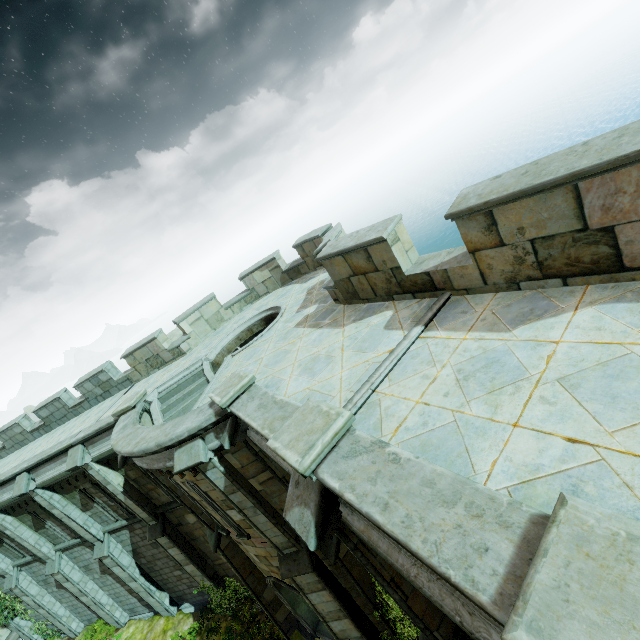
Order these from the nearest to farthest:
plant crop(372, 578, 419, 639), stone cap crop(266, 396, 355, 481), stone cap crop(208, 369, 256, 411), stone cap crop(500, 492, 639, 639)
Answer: stone cap crop(500, 492, 639, 639)
stone cap crop(266, 396, 355, 481)
stone cap crop(208, 369, 256, 411)
plant crop(372, 578, 419, 639)

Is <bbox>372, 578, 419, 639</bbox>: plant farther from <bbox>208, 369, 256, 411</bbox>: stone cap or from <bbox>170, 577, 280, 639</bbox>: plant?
<bbox>208, 369, 256, 411</bbox>: stone cap

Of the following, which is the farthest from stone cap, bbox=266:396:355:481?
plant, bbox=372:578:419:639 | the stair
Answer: the stair

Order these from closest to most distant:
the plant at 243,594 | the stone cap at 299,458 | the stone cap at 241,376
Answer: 1. the stone cap at 299,458
2. the stone cap at 241,376
3. the plant at 243,594

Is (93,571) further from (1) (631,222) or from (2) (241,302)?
(1) (631,222)

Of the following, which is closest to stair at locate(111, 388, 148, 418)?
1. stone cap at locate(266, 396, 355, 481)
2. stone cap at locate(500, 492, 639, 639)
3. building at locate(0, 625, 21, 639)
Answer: stone cap at locate(266, 396, 355, 481)

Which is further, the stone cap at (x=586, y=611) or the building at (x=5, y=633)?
the building at (x=5, y=633)

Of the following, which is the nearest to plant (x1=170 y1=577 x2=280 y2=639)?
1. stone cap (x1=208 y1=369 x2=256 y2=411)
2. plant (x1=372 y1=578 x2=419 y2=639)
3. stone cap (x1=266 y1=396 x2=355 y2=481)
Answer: plant (x1=372 y1=578 x2=419 y2=639)
